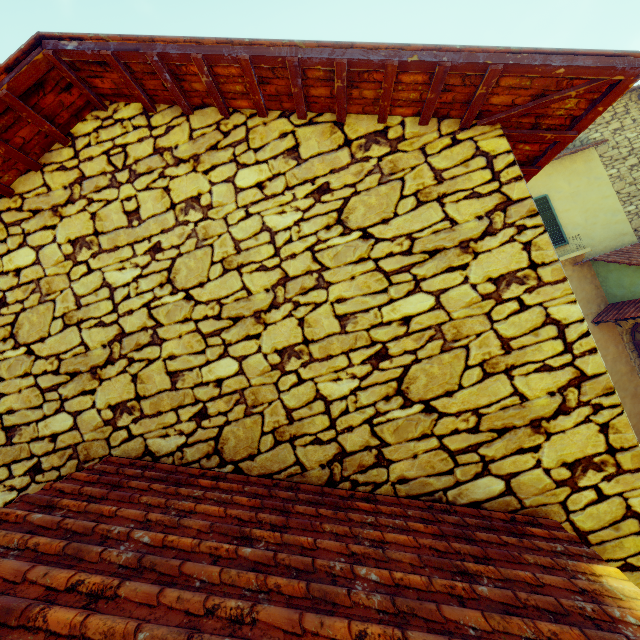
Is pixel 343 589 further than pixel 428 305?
No

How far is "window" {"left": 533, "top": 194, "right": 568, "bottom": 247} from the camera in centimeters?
961cm

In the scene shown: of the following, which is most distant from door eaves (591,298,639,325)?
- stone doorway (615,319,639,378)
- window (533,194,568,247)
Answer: window (533,194,568,247)

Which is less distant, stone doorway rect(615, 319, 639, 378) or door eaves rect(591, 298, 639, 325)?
door eaves rect(591, 298, 639, 325)

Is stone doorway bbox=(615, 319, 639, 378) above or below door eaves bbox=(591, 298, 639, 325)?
below

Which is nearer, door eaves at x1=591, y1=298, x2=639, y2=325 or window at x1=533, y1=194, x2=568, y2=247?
door eaves at x1=591, y1=298, x2=639, y2=325

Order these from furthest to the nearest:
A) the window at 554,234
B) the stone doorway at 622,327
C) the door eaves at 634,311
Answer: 1. the window at 554,234
2. the stone doorway at 622,327
3. the door eaves at 634,311

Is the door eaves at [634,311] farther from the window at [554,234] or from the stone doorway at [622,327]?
→ the window at [554,234]
